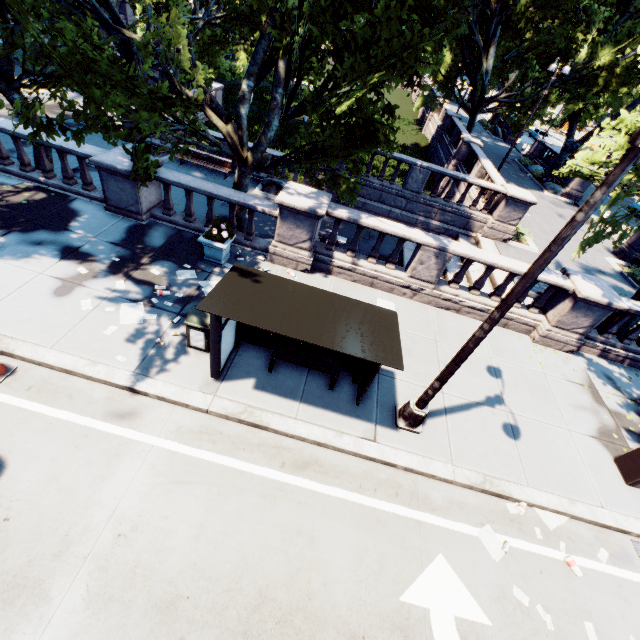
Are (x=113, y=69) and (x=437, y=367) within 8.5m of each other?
no

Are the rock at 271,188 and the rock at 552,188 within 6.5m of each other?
no

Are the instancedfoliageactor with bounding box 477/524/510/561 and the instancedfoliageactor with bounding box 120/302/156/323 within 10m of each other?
yes

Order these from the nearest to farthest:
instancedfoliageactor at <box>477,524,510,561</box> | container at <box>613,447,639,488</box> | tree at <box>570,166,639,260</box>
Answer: instancedfoliageactor at <box>477,524,510,561</box> < container at <box>613,447,639,488</box> < tree at <box>570,166,639,260</box>

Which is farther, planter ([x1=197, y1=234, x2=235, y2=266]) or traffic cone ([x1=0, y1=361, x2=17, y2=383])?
planter ([x1=197, y1=234, x2=235, y2=266])

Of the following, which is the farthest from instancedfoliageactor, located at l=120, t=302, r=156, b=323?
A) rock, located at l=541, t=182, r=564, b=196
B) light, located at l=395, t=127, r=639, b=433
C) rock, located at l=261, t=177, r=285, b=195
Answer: rock, located at l=541, t=182, r=564, b=196

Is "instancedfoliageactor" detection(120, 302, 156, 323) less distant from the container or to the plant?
the plant

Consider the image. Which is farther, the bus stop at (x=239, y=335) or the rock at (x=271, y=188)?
the rock at (x=271, y=188)
